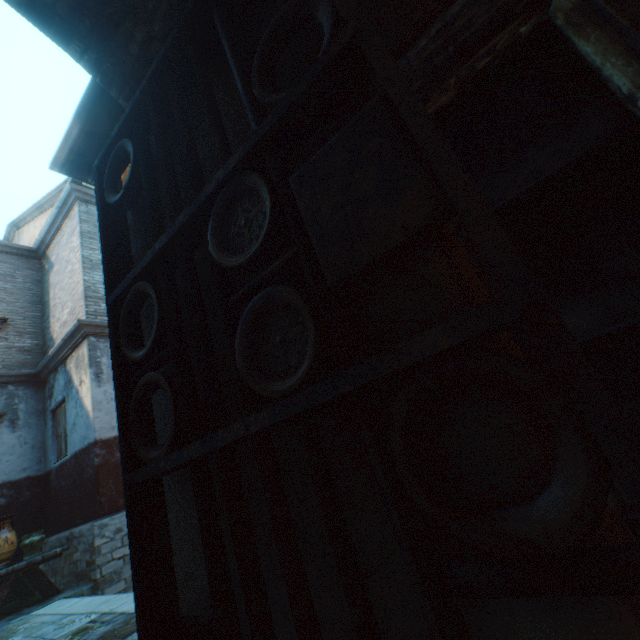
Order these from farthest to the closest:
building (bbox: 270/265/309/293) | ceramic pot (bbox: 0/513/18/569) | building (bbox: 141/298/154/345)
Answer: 1. ceramic pot (bbox: 0/513/18/569)
2. building (bbox: 141/298/154/345)
3. building (bbox: 270/265/309/293)

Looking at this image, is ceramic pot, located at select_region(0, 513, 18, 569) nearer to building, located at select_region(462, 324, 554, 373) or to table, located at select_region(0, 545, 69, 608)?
table, located at select_region(0, 545, 69, 608)

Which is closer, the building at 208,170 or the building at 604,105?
the building at 604,105

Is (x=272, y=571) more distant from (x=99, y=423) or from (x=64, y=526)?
(x=64, y=526)

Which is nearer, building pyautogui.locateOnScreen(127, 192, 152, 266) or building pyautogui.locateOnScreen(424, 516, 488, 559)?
building pyautogui.locateOnScreen(424, 516, 488, 559)

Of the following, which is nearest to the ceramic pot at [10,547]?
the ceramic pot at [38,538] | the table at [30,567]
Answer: the table at [30,567]

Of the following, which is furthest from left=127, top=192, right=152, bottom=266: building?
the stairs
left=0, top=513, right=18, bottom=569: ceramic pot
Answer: left=0, top=513, right=18, bottom=569: ceramic pot
